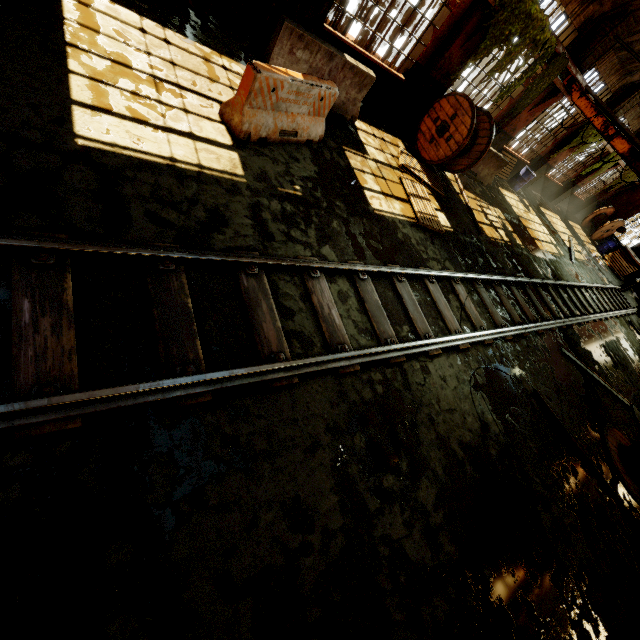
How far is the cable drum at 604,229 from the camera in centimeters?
2077cm

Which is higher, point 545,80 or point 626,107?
point 626,107

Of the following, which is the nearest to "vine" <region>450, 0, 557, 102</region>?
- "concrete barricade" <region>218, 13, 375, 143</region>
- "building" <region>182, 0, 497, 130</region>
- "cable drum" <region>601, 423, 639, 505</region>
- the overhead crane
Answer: "building" <region>182, 0, 497, 130</region>

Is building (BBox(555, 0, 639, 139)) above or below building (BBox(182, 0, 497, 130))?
above

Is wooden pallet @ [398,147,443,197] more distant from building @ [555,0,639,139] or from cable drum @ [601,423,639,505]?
cable drum @ [601,423,639,505]

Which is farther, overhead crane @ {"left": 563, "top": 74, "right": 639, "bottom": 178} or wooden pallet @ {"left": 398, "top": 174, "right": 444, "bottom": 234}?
overhead crane @ {"left": 563, "top": 74, "right": 639, "bottom": 178}

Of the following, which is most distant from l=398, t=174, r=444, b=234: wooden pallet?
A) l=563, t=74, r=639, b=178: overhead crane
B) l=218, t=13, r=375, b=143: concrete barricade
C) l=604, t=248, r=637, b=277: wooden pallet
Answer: l=604, t=248, r=637, b=277: wooden pallet

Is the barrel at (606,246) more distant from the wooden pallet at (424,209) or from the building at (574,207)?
the wooden pallet at (424,209)
